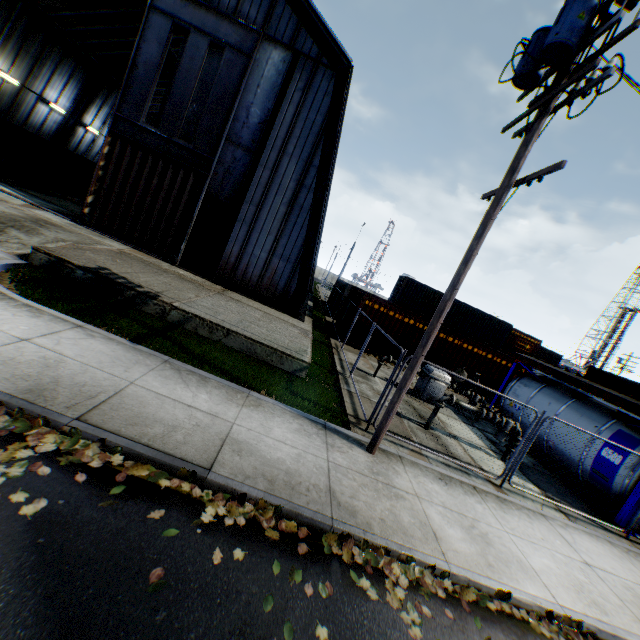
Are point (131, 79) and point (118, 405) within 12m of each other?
no

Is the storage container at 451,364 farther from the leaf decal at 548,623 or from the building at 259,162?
the leaf decal at 548,623

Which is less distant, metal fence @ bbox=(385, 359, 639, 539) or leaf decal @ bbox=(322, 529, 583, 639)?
leaf decal @ bbox=(322, 529, 583, 639)

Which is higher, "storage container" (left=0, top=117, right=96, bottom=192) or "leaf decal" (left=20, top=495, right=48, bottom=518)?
"storage container" (left=0, top=117, right=96, bottom=192)

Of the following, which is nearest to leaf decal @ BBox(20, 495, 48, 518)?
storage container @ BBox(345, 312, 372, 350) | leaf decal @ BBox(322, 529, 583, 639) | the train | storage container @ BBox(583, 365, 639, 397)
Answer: leaf decal @ BBox(322, 529, 583, 639)

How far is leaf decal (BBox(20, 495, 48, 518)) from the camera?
3.1 meters

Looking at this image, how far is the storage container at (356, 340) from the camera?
17.1m

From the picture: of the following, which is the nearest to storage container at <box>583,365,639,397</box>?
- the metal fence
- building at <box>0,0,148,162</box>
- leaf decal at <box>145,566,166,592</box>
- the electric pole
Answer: the metal fence
